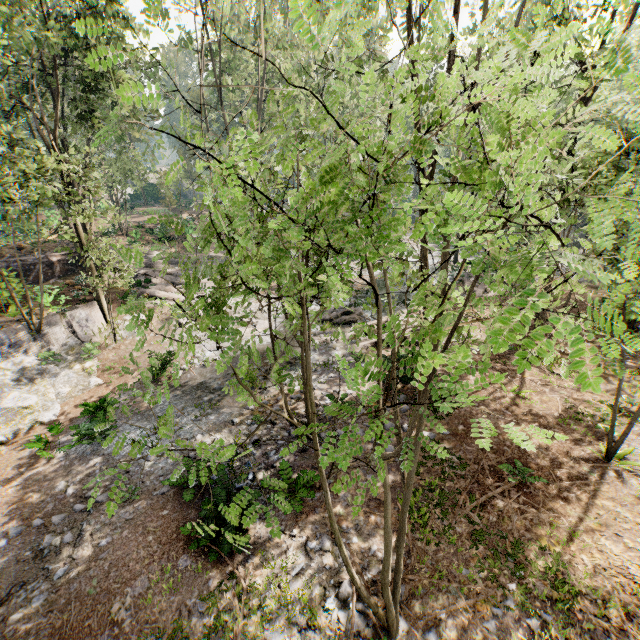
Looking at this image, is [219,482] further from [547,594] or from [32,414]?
[32,414]

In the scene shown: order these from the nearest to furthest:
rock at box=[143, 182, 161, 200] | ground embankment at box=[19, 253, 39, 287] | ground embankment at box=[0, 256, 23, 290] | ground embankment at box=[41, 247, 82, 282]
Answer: ground embankment at box=[0, 256, 23, 290], ground embankment at box=[19, 253, 39, 287], ground embankment at box=[41, 247, 82, 282], rock at box=[143, 182, 161, 200]

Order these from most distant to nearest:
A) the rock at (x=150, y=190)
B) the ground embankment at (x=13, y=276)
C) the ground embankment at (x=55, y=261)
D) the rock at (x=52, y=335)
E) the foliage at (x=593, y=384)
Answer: the rock at (x=150, y=190), the ground embankment at (x=55, y=261), the ground embankment at (x=13, y=276), the rock at (x=52, y=335), the foliage at (x=593, y=384)

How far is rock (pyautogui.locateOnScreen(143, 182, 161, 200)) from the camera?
52.8 meters

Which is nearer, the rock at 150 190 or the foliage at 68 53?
the foliage at 68 53

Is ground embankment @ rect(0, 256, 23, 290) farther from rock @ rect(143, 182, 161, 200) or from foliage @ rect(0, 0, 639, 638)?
rock @ rect(143, 182, 161, 200)

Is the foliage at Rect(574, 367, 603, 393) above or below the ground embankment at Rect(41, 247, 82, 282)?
above

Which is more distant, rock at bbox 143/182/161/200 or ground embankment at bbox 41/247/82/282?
rock at bbox 143/182/161/200
